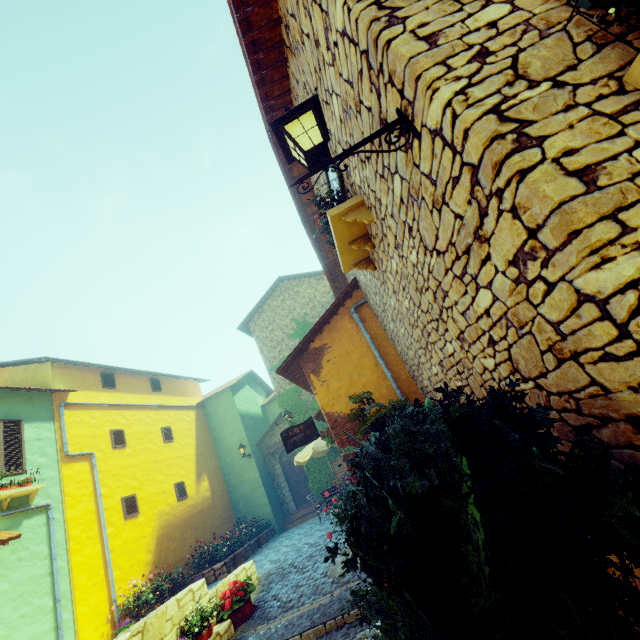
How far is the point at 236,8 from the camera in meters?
3.3

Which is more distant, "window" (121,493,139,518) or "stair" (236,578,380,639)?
"window" (121,493,139,518)

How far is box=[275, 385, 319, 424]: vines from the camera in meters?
15.0

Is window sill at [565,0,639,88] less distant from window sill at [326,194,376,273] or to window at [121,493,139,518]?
window sill at [326,194,376,273]

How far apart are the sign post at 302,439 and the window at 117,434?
7.7 meters

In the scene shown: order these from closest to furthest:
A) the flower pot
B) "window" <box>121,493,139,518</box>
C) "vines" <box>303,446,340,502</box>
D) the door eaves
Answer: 1. the flower pot
2. the door eaves
3. "window" <box>121,493,139,518</box>
4. "vines" <box>303,446,340,502</box>

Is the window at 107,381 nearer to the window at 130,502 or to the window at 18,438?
the window at 18,438

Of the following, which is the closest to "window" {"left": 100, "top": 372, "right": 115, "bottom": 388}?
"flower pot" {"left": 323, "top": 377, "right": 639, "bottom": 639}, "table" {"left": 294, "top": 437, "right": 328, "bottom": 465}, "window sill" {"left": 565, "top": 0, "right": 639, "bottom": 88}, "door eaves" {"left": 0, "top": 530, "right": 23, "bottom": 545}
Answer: "door eaves" {"left": 0, "top": 530, "right": 23, "bottom": 545}
